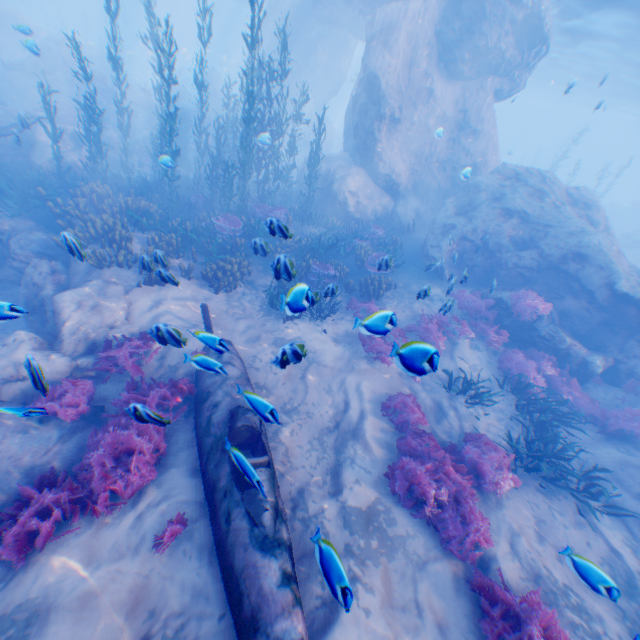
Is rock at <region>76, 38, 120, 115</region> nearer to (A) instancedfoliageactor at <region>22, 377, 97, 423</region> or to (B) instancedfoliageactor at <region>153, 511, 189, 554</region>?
(A) instancedfoliageactor at <region>22, 377, 97, 423</region>

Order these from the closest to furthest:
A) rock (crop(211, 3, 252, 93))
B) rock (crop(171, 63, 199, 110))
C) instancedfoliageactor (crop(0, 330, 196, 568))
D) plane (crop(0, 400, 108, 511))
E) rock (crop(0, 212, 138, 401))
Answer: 1. instancedfoliageactor (crop(0, 330, 196, 568))
2. plane (crop(0, 400, 108, 511))
3. rock (crop(0, 212, 138, 401))
4. rock (crop(171, 63, 199, 110))
5. rock (crop(211, 3, 252, 93))

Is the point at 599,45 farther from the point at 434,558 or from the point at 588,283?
the point at 434,558

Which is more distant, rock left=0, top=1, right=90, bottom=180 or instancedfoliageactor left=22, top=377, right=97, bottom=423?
rock left=0, top=1, right=90, bottom=180

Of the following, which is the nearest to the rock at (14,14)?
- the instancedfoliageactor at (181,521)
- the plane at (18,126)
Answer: the plane at (18,126)

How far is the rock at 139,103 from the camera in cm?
2248

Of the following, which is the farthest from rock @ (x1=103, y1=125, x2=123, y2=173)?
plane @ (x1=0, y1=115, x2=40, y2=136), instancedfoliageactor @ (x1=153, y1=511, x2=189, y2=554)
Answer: instancedfoliageactor @ (x1=153, y1=511, x2=189, y2=554)
